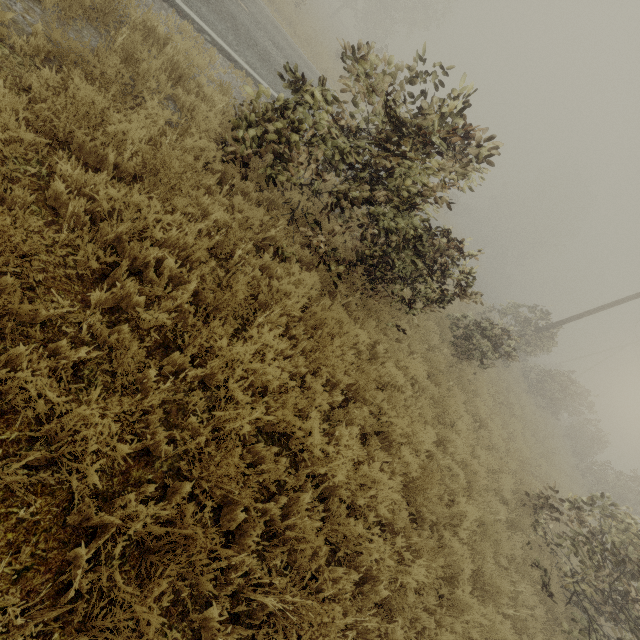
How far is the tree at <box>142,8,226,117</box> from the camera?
4.8 meters

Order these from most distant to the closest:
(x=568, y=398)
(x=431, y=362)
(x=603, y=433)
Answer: (x=603, y=433), (x=568, y=398), (x=431, y=362)

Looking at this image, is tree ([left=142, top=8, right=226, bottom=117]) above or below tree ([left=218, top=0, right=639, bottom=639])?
below

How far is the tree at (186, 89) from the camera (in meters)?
4.79

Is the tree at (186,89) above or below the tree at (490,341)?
below
